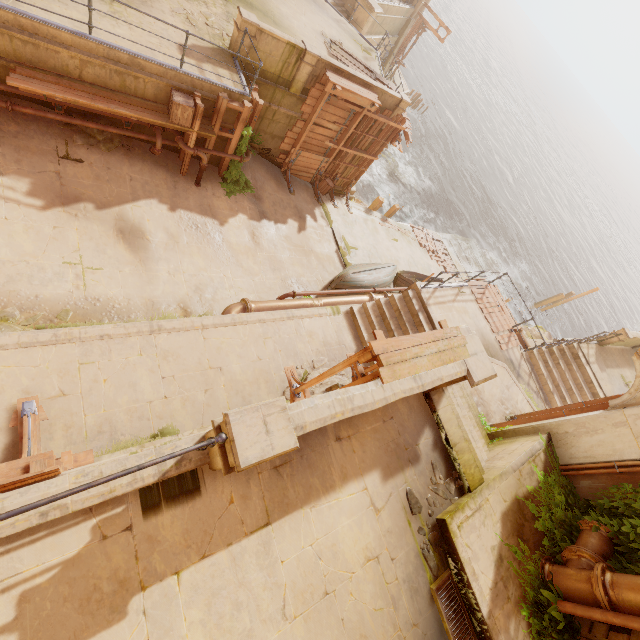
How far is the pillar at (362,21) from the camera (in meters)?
20.86

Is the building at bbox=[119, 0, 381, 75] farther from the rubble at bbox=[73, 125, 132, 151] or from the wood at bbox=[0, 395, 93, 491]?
the wood at bbox=[0, 395, 93, 491]

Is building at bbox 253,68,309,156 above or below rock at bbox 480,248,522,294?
above

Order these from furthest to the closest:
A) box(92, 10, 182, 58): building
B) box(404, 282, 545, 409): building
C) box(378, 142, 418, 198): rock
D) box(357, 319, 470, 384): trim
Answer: box(378, 142, 418, 198): rock < box(404, 282, 545, 409): building < box(92, 10, 182, 58): building < box(357, 319, 470, 384): trim

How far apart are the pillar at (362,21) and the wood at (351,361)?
24.96m

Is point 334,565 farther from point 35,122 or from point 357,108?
point 357,108

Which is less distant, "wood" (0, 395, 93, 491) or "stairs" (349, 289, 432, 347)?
"wood" (0, 395, 93, 491)

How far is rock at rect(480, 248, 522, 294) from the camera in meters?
32.6 m
